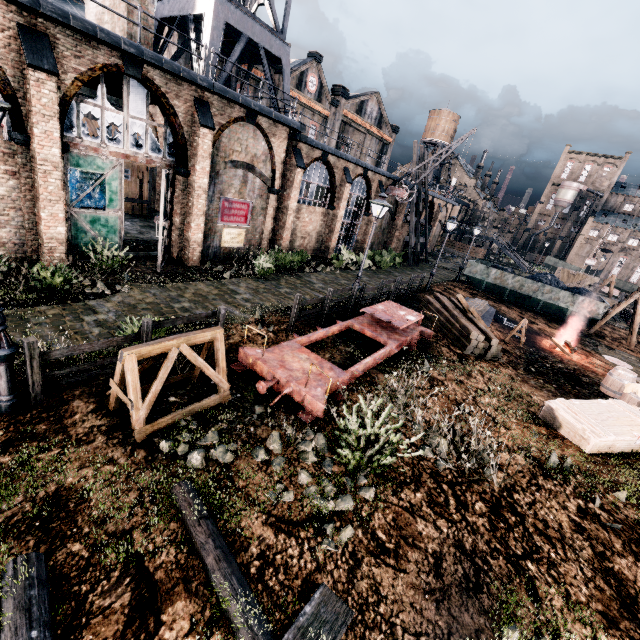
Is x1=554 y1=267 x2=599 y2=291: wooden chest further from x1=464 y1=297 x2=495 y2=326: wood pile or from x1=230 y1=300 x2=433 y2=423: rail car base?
x1=230 y1=300 x2=433 y2=423: rail car base

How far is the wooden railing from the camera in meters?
6.0

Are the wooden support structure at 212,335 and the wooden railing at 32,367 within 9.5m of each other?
yes

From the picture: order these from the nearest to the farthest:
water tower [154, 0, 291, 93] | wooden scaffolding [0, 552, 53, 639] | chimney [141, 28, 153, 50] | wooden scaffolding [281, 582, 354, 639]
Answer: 1. wooden scaffolding [0, 552, 53, 639]
2. wooden scaffolding [281, 582, 354, 639]
3. chimney [141, 28, 153, 50]
4. water tower [154, 0, 291, 93]

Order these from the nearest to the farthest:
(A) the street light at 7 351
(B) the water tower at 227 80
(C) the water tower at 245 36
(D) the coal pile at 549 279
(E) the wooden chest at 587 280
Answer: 1. (A) the street light at 7 351
2. (C) the water tower at 245 36
3. (B) the water tower at 227 80
4. (D) the coal pile at 549 279
5. (E) the wooden chest at 587 280

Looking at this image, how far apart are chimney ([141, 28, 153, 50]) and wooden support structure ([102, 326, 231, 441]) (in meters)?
15.61

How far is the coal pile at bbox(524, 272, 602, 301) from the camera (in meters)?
25.86

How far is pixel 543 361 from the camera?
16.3m
